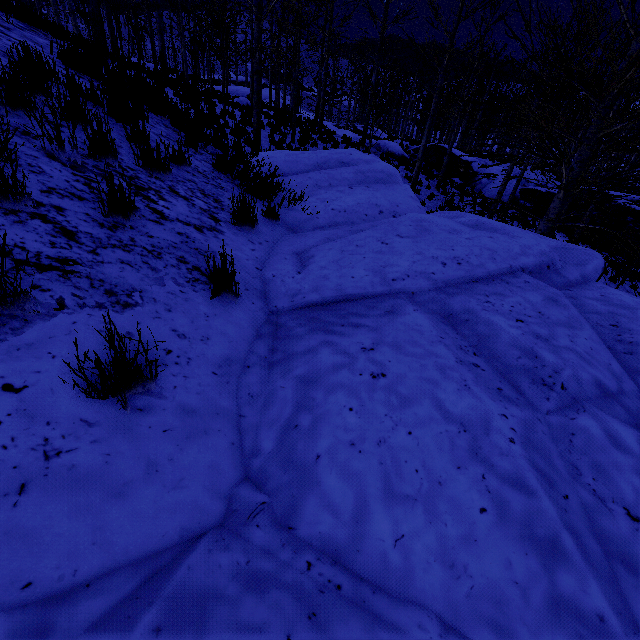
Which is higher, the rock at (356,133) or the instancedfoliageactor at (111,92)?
the instancedfoliageactor at (111,92)

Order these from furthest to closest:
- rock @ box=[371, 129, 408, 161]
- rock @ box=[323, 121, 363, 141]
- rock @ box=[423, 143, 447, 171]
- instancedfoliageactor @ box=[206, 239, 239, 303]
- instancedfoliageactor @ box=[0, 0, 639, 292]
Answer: rock @ box=[423, 143, 447, 171], rock @ box=[323, 121, 363, 141], rock @ box=[371, 129, 408, 161], instancedfoliageactor @ box=[0, 0, 639, 292], instancedfoliageactor @ box=[206, 239, 239, 303]

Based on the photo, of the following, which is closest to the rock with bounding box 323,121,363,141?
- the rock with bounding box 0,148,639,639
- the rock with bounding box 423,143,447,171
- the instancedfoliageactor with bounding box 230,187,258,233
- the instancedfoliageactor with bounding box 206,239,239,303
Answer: the rock with bounding box 423,143,447,171

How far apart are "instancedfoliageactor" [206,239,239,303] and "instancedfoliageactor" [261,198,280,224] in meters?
1.4 m

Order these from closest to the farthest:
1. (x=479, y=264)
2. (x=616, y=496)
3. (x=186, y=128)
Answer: (x=616, y=496) → (x=479, y=264) → (x=186, y=128)

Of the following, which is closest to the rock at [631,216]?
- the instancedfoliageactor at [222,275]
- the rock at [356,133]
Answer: the rock at [356,133]

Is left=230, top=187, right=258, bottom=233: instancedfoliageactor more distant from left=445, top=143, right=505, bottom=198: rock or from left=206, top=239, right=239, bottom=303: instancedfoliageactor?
left=445, top=143, right=505, bottom=198: rock

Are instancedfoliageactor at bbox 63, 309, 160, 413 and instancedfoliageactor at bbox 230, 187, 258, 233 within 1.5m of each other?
no
